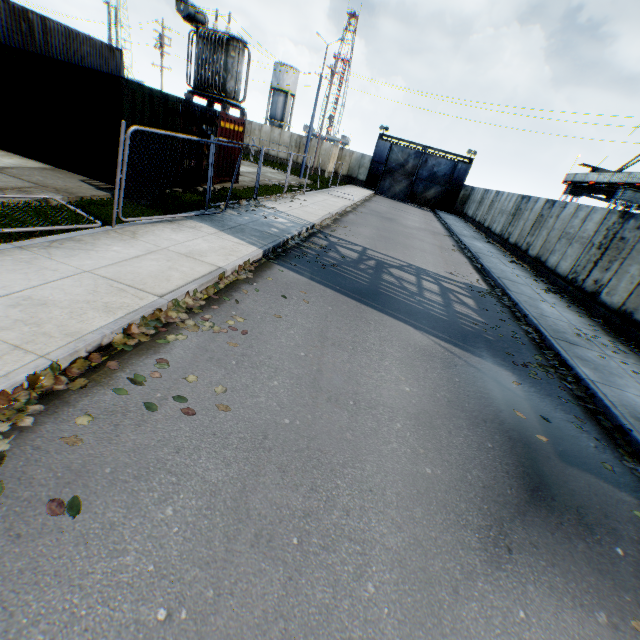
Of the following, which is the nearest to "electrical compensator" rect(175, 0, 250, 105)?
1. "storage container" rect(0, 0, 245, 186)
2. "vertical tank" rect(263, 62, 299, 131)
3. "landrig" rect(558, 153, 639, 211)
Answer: "storage container" rect(0, 0, 245, 186)

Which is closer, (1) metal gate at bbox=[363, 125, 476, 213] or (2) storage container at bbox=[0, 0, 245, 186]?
(2) storage container at bbox=[0, 0, 245, 186]

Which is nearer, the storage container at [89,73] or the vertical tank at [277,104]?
the storage container at [89,73]

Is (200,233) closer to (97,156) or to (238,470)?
(97,156)

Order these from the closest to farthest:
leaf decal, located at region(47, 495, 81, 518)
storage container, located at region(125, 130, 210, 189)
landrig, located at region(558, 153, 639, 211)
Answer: leaf decal, located at region(47, 495, 81, 518) → storage container, located at region(125, 130, 210, 189) → landrig, located at region(558, 153, 639, 211)

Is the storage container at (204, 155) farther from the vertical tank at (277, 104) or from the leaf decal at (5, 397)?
the vertical tank at (277, 104)

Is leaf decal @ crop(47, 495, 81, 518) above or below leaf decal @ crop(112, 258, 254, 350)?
below

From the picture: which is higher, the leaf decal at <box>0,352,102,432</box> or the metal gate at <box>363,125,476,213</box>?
the metal gate at <box>363,125,476,213</box>
